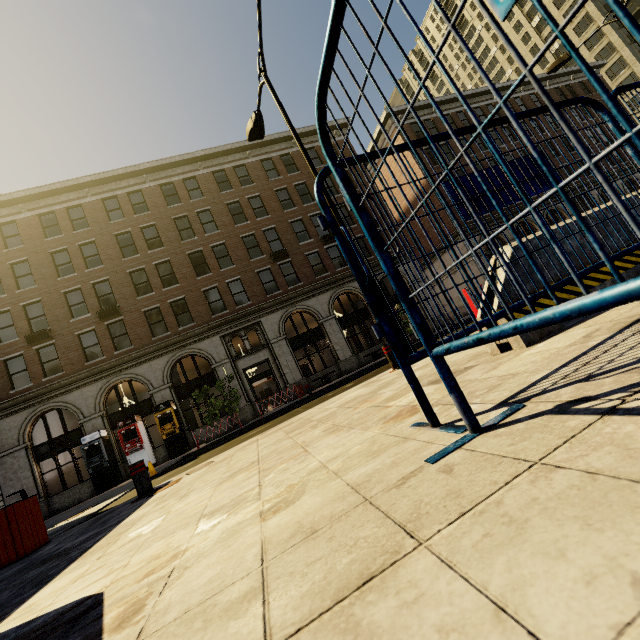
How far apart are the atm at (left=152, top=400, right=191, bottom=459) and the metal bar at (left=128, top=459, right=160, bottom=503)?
14.6m

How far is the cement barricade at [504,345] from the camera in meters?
2.6 m

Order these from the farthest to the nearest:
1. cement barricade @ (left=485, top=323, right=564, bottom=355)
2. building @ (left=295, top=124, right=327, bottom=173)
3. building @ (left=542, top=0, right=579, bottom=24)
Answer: building @ (left=542, top=0, right=579, bottom=24), building @ (left=295, top=124, right=327, bottom=173), cement barricade @ (left=485, top=323, right=564, bottom=355)

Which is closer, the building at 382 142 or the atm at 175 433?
the atm at 175 433

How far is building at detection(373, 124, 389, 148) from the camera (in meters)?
31.04

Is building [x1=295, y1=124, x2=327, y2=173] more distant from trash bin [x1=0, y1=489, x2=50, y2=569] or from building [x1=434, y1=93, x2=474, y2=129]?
trash bin [x1=0, y1=489, x2=50, y2=569]

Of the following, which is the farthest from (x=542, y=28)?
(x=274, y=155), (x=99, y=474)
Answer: (x=99, y=474)
